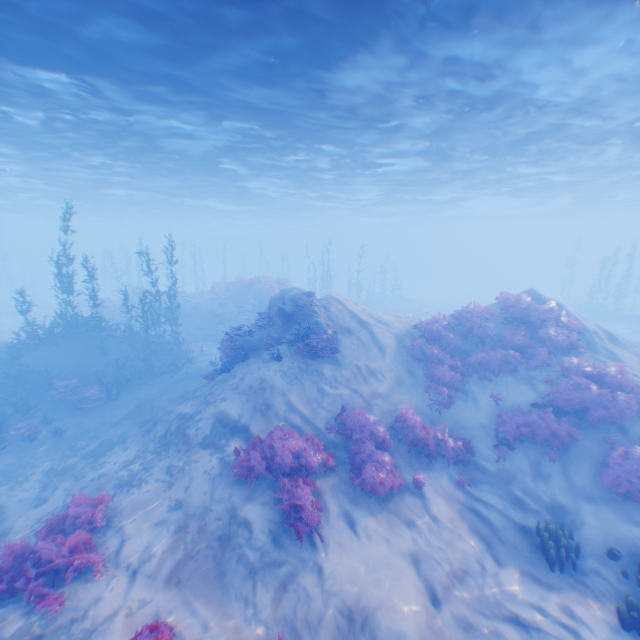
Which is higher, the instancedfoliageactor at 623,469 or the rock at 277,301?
the rock at 277,301

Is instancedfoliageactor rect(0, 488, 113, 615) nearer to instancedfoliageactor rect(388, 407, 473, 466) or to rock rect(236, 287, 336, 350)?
rock rect(236, 287, 336, 350)

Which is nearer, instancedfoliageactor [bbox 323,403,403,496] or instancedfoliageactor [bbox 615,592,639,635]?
instancedfoliageactor [bbox 615,592,639,635]

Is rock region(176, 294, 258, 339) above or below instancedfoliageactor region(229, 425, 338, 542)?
above

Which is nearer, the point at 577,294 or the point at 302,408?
the point at 302,408

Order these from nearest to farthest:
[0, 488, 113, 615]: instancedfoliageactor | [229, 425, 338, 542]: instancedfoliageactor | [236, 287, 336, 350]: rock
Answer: [0, 488, 113, 615]: instancedfoliageactor
[229, 425, 338, 542]: instancedfoliageactor
[236, 287, 336, 350]: rock

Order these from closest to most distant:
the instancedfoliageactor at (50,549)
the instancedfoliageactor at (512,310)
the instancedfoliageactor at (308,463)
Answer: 1. the instancedfoliageactor at (50,549)
2. the instancedfoliageactor at (308,463)
3. the instancedfoliageactor at (512,310)

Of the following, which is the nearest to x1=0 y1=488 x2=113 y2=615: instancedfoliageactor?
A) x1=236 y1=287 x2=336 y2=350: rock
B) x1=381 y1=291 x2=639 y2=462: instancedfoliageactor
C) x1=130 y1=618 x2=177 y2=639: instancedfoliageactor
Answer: x1=130 y1=618 x2=177 y2=639: instancedfoliageactor
